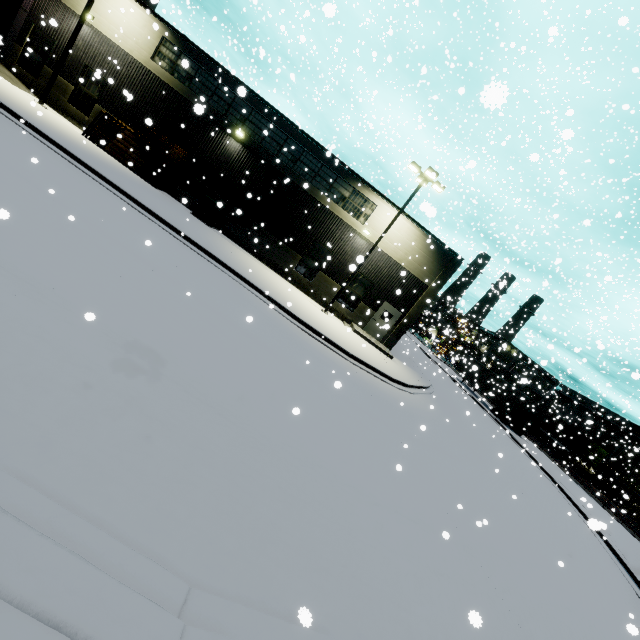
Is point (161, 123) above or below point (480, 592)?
above

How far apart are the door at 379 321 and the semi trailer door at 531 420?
19.3m

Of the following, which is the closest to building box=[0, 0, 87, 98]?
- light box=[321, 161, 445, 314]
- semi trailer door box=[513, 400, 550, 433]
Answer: light box=[321, 161, 445, 314]

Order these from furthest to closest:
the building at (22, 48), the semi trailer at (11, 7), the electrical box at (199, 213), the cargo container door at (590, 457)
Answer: the cargo container door at (590, 457), the electrical box at (199, 213), the building at (22, 48), the semi trailer at (11, 7)

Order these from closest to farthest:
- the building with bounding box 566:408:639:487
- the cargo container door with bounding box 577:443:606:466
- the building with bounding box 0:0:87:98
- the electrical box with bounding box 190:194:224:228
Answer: the building with bounding box 0:0:87:98, the electrical box with bounding box 190:194:224:228, the cargo container door with bounding box 577:443:606:466, the building with bounding box 566:408:639:487

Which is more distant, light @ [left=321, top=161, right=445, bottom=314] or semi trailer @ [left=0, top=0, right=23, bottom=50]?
light @ [left=321, top=161, right=445, bottom=314]

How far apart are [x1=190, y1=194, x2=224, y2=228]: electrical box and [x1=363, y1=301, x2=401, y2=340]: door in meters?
11.8 m

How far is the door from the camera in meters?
21.9 m
